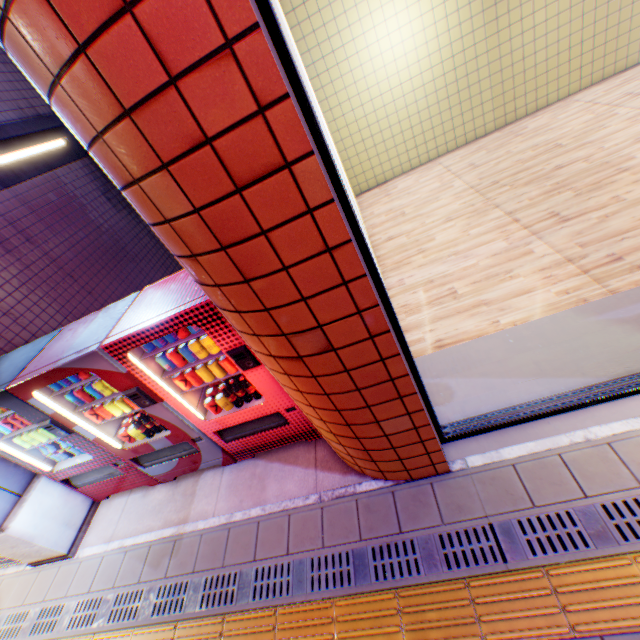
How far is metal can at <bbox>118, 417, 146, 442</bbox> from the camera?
3.51m

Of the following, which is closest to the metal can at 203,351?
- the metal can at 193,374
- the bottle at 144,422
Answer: the metal can at 193,374

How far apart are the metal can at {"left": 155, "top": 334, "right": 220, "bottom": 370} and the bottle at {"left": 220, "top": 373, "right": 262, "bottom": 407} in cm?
35

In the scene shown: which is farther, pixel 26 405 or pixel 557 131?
pixel 557 131

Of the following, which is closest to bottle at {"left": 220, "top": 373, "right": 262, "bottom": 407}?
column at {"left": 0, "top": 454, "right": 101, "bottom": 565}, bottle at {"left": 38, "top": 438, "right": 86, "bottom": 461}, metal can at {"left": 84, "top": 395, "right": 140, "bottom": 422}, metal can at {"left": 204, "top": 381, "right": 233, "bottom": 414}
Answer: metal can at {"left": 204, "top": 381, "right": 233, "bottom": 414}

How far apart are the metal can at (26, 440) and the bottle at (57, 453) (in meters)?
0.10

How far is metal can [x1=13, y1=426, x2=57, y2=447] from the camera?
3.6m

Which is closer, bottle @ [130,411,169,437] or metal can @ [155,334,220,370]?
metal can @ [155,334,220,370]
